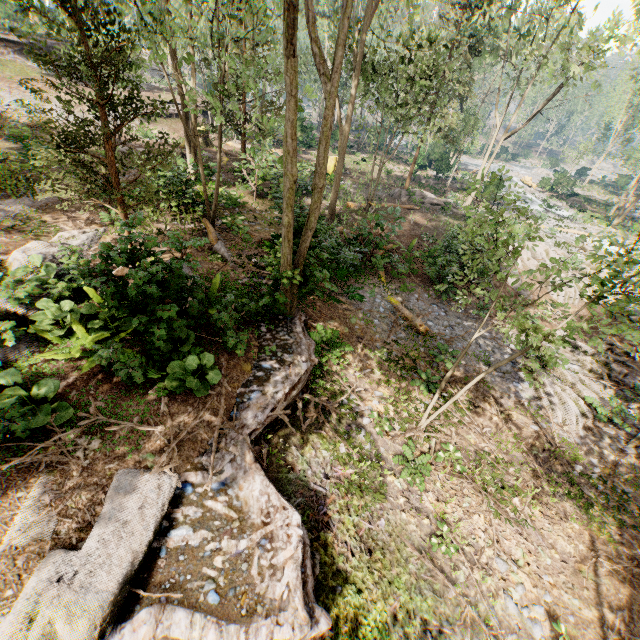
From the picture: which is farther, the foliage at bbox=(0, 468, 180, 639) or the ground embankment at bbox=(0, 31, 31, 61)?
the ground embankment at bbox=(0, 31, 31, 61)

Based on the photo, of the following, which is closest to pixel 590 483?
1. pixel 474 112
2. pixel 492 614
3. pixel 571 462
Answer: pixel 571 462

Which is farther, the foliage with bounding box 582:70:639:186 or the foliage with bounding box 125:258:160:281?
the foliage with bounding box 582:70:639:186

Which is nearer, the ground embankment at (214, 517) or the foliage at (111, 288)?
the ground embankment at (214, 517)

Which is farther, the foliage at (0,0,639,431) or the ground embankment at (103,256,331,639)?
the foliage at (0,0,639,431)

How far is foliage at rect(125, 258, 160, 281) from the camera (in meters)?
5.68

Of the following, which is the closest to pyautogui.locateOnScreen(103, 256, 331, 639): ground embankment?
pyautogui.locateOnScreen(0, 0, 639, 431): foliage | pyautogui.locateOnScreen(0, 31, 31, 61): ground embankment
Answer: pyautogui.locateOnScreen(0, 0, 639, 431): foliage

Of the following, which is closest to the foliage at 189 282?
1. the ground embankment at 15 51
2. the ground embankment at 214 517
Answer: the ground embankment at 214 517
